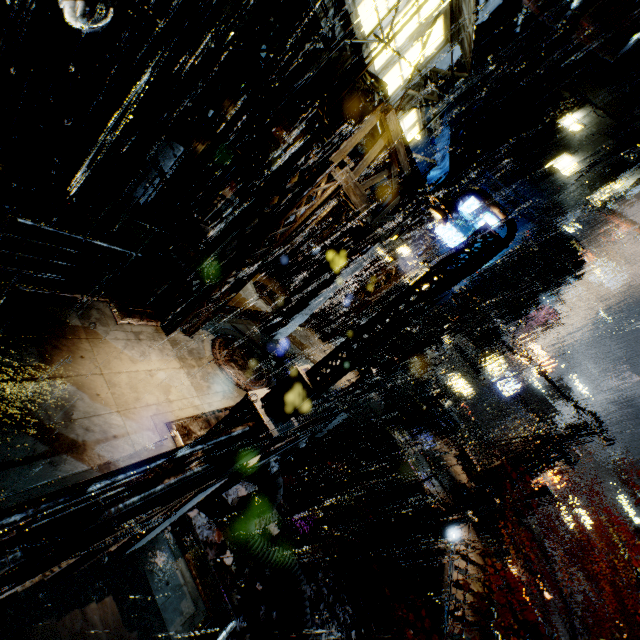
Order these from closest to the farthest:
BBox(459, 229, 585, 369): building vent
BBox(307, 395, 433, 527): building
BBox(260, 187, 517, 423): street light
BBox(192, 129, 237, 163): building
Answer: BBox(260, 187, 517, 423): street light < BBox(192, 129, 237, 163): building < BBox(307, 395, 433, 527): building < BBox(459, 229, 585, 369): building vent

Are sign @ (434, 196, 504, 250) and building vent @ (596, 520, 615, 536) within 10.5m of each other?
no

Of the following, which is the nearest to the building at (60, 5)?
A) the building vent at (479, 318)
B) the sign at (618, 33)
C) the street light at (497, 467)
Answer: the building vent at (479, 318)

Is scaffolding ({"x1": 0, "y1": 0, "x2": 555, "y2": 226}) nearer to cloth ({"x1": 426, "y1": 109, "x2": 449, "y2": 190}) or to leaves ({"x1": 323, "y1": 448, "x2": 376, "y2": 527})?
cloth ({"x1": 426, "y1": 109, "x2": 449, "y2": 190})

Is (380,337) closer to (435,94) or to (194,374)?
(194,374)

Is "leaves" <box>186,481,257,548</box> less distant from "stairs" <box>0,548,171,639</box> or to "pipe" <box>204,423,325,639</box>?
"pipe" <box>204,423,325,639</box>

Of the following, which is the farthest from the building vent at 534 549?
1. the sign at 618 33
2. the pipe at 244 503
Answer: the sign at 618 33

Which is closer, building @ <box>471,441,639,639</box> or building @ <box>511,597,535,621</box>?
building @ <box>471,441,639,639</box>
